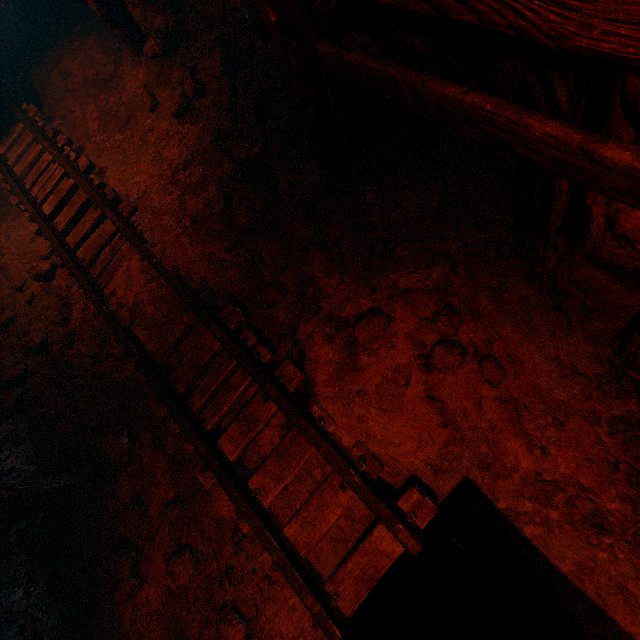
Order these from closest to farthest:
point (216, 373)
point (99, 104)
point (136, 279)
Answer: point (216, 373) → point (136, 279) → point (99, 104)

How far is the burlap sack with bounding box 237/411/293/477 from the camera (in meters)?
2.49

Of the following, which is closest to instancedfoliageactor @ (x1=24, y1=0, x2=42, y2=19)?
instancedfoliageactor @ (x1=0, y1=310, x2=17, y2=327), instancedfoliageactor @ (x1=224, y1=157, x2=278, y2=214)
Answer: instancedfoliageactor @ (x1=0, y1=310, x2=17, y2=327)

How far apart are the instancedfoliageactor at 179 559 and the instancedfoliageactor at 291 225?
2.6 meters

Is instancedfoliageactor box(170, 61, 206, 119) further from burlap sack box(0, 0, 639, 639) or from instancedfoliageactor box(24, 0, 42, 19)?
instancedfoliageactor box(24, 0, 42, 19)

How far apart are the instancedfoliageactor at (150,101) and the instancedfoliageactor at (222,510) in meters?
4.4

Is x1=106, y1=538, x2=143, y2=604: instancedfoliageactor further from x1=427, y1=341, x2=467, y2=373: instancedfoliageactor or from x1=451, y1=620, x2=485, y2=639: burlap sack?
x1=427, y1=341, x2=467, y2=373: instancedfoliageactor
